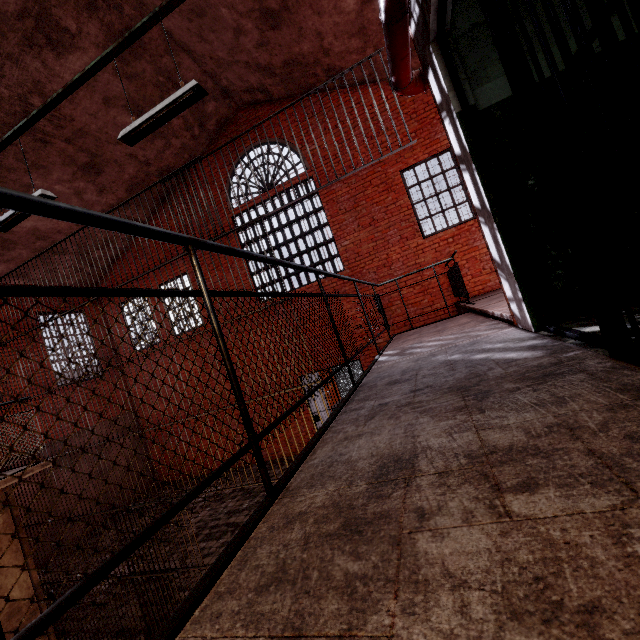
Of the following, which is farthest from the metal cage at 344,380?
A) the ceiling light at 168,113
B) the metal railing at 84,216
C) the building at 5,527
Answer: the ceiling light at 168,113

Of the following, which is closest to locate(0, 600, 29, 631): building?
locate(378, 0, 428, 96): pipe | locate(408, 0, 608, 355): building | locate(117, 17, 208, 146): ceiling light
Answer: locate(378, 0, 428, 96): pipe

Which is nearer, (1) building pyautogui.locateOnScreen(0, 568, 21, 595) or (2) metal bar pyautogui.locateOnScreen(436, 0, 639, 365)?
(2) metal bar pyautogui.locateOnScreen(436, 0, 639, 365)

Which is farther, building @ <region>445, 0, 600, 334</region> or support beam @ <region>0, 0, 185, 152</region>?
Result: support beam @ <region>0, 0, 185, 152</region>

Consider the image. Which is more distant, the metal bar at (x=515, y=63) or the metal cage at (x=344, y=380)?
the metal cage at (x=344, y=380)

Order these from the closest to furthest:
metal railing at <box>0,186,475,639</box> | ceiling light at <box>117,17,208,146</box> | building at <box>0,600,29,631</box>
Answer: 1. metal railing at <box>0,186,475,639</box>
2. ceiling light at <box>117,17,208,146</box>
3. building at <box>0,600,29,631</box>

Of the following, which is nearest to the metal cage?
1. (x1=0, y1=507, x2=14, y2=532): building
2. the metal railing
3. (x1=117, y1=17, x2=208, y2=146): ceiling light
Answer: the metal railing

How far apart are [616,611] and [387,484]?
0.6 meters
